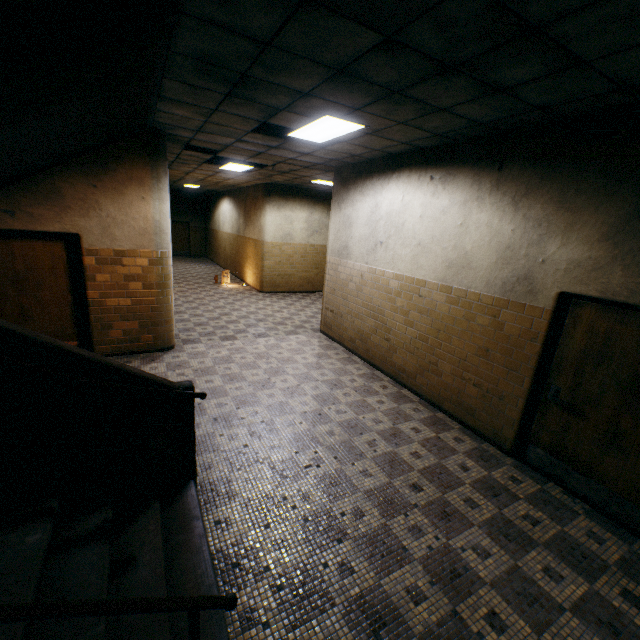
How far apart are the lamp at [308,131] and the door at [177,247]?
18.5 meters

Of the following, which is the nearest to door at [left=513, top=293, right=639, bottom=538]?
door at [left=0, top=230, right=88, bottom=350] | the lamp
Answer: the lamp

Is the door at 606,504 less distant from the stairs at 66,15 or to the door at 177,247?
the stairs at 66,15

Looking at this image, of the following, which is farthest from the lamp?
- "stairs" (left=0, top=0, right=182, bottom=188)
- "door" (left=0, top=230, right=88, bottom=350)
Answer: "door" (left=0, top=230, right=88, bottom=350)

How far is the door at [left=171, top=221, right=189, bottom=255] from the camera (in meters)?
21.02

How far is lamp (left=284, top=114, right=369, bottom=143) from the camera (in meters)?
4.17

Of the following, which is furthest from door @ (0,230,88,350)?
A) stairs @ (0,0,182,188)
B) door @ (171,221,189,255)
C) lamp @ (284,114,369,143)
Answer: door @ (171,221,189,255)

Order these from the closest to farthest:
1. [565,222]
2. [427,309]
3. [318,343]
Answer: [565,222] → [427,309] → [318,343]
